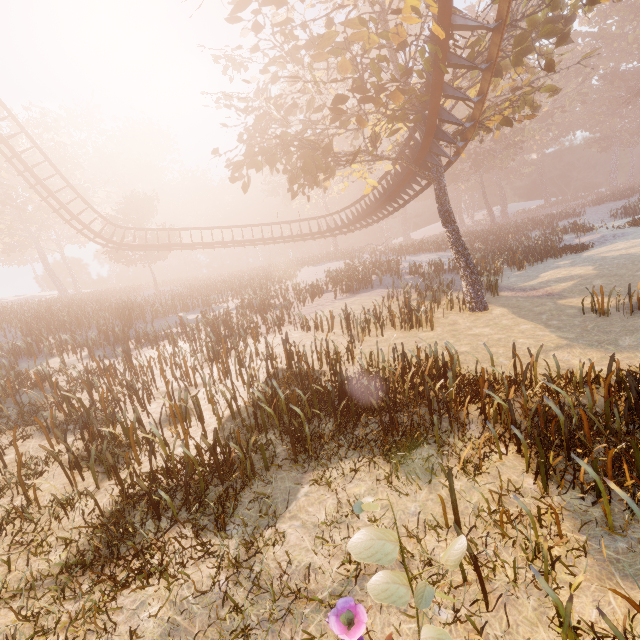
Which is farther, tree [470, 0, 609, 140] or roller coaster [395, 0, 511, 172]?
tree [470, 0, 609, 140]

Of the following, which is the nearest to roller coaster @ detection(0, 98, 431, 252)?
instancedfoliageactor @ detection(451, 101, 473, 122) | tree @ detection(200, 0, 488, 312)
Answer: tree @ detection(200, 0, 488, 312)

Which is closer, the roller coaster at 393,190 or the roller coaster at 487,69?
the roller coaster at 487,69

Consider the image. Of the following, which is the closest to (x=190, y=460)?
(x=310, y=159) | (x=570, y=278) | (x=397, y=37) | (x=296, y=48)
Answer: (x=310, y=159)

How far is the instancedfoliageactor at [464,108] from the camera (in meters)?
10.38
